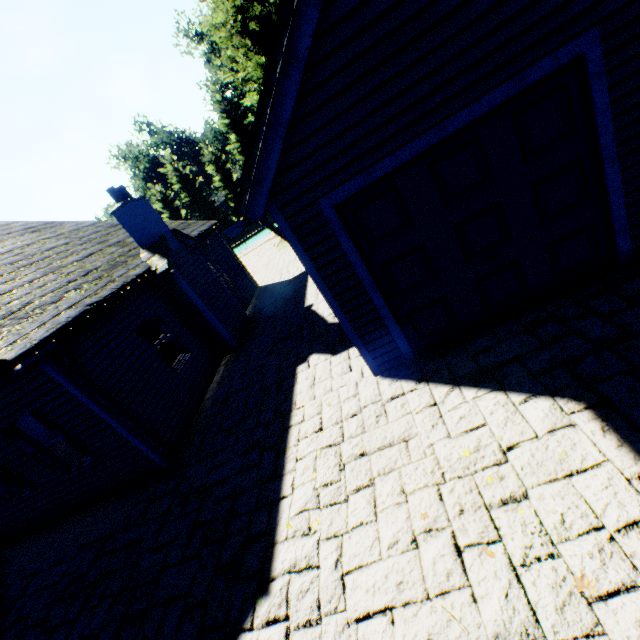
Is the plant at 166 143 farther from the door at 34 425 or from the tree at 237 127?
the door at 34 425

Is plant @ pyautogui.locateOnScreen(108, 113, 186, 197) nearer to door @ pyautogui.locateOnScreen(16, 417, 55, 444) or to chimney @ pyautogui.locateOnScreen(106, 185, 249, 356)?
chimney @ pyautogui.locateOnScreen(106, 185, 249, 356)

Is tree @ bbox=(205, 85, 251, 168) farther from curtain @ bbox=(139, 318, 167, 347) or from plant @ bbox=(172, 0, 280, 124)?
curtain @ bbox=(139, 318, 167, 347)

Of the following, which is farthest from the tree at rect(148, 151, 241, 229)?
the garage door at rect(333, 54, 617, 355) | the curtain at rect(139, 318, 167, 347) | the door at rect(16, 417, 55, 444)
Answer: the door at rect(16, 417, 55, 444)

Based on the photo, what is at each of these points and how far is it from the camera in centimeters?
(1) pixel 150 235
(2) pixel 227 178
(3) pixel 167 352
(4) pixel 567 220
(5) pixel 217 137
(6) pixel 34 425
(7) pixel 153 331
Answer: (1) chimney, 909cm
(2) tree, 4394cm
(3) curtain, 884cm
(4) garage door, 439cm
(5) plant, 5162cm
(6) door, 1334cm
(7) curtain, 868cm

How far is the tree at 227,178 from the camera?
43.5 meters

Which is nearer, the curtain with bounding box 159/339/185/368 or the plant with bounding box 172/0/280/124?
the curtain with bounding box 159/339/185/368

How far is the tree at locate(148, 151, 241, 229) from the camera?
44.28m
